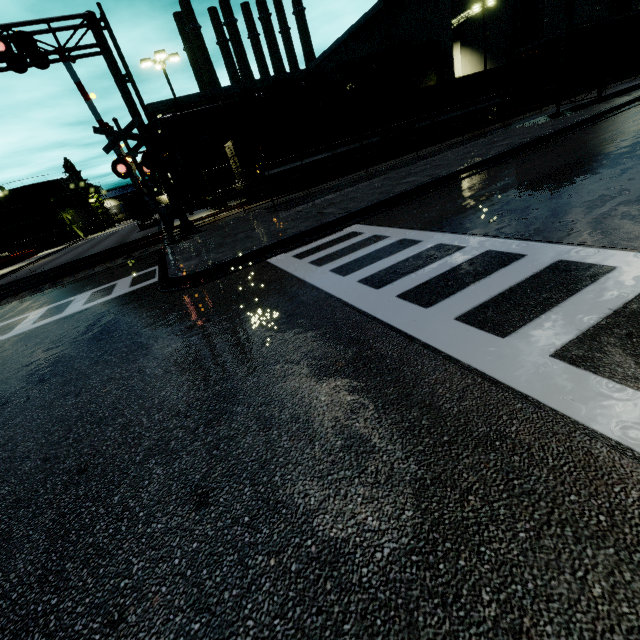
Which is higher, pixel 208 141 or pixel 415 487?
pixel 208 141

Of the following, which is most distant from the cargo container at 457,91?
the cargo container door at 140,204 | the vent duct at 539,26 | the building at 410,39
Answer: the vent duct at 539,26

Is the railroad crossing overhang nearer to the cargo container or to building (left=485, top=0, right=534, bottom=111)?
the cargo container

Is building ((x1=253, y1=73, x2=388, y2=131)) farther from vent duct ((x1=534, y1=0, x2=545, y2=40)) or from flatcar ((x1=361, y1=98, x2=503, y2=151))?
flatcar ((x1=361, y1=98, x2=503, y2=151))

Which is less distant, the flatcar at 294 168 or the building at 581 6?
the flatcar at 294 168

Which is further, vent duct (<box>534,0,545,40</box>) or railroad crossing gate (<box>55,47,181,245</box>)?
vent duct (<box>534,0,545,40</box>)

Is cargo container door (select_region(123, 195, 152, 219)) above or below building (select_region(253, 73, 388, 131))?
below

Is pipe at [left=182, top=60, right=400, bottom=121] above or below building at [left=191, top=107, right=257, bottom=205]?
above
